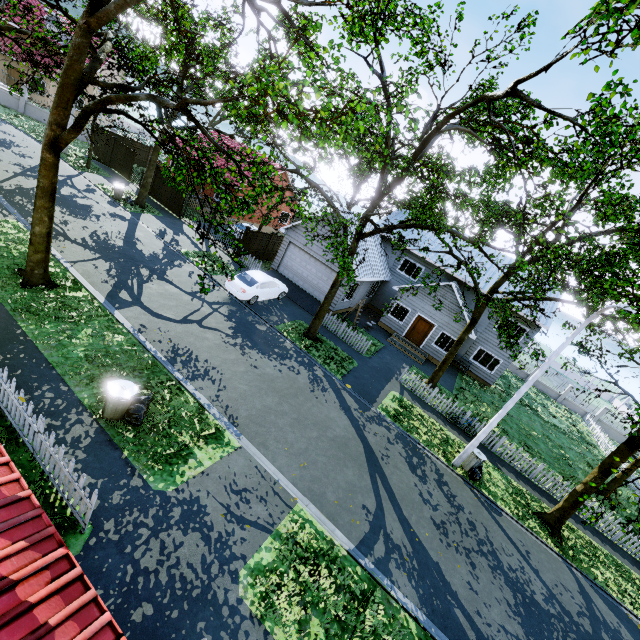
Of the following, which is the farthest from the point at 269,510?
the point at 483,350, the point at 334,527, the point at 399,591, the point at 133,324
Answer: the point at 483,350

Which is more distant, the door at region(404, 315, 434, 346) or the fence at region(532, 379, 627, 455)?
the fence at region(532, 379, 627, 455)

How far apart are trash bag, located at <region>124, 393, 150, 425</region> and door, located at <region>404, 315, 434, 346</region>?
19.8 meters

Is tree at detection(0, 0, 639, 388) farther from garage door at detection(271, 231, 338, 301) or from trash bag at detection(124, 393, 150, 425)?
trash bag at detection(124, 393, 150, 425)

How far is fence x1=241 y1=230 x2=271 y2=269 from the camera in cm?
2273

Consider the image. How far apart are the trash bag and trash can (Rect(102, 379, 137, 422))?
0.01m

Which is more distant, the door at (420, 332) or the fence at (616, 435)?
the fence at (616, 435)

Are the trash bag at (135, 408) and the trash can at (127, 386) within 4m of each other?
yes
